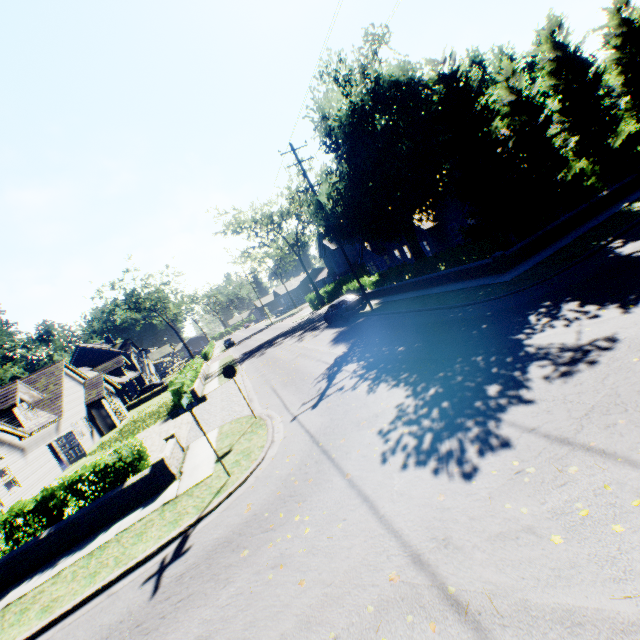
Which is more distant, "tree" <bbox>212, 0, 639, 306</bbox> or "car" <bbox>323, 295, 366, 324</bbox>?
"car" <bbox>323, 295, 366, 324</bbox>

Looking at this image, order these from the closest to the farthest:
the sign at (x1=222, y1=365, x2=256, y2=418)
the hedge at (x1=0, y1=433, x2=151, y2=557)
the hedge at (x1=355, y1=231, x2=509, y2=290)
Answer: the hedge at (x1=0, y1=433, x2=151, y2=557) < the sign at (x1=222, y1=365, x2=256, y2=418) < the hedge at (x1=355, y1=231, x2=509, y2=290)

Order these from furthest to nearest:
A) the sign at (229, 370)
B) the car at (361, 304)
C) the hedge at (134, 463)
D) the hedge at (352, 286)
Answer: the hedge at (352, 286), the car at (361, 304), the sign at (229, 370), the hedge at (134, 463)

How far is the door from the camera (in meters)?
22.92

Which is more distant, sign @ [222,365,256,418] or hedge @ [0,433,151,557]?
sign @ [222,365,256,418]

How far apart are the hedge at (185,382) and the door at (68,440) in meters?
7.3 m

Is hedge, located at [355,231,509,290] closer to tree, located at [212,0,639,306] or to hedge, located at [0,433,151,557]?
tree, located at [212,0,639,306]

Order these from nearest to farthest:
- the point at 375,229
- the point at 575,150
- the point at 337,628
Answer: the point at 337,628 → the point at 575,150 → the point at 375,229
